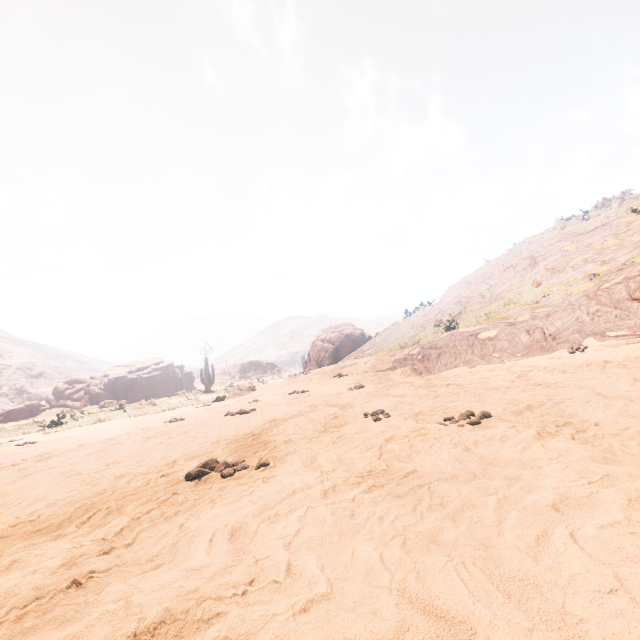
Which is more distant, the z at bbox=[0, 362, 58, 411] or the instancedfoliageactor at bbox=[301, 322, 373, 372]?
the z at bbox=[0, 362, 58, 411]

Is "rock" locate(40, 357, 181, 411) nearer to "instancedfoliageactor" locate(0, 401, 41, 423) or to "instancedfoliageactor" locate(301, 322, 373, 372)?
"instancedfoliageactor" locate(301, 322, 373, 372)

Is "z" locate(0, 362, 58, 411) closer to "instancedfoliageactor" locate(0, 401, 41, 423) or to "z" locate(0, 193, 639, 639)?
"z" locate(0, 193, 639, 639)

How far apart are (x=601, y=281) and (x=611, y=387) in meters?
5.6

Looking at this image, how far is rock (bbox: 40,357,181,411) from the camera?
32.2m

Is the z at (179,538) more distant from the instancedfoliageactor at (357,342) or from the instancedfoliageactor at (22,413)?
the instancedfoliageactor at (357,342)

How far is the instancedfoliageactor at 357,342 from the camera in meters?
24.9

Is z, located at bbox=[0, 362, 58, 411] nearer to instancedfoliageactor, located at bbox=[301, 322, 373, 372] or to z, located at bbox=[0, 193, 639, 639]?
z, located at bbox=[0, 193, 639, 639]
